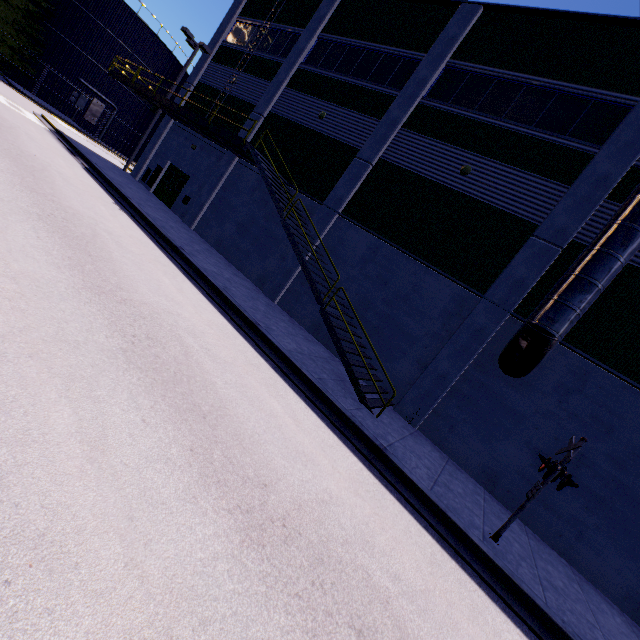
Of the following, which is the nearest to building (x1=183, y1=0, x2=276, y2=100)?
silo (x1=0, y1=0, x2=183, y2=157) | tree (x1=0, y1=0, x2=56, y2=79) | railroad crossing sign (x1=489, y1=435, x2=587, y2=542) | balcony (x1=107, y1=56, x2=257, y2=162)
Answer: balcony (x1=107, y1=56, x2=257, y2=162)

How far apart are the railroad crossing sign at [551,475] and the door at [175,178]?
21.68m

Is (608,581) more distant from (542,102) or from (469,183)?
(542,102)

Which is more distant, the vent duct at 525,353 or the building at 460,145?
the building at 460,145

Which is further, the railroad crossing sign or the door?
the door

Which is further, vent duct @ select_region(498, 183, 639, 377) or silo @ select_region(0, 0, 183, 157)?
silo @ select_region(0, 0, 183, 157)

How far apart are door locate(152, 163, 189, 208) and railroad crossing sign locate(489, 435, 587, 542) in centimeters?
2168cm

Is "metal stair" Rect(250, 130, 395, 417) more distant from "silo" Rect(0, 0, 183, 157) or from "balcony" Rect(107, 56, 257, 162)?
"silo" Rect(0, 0, 183, 157)
